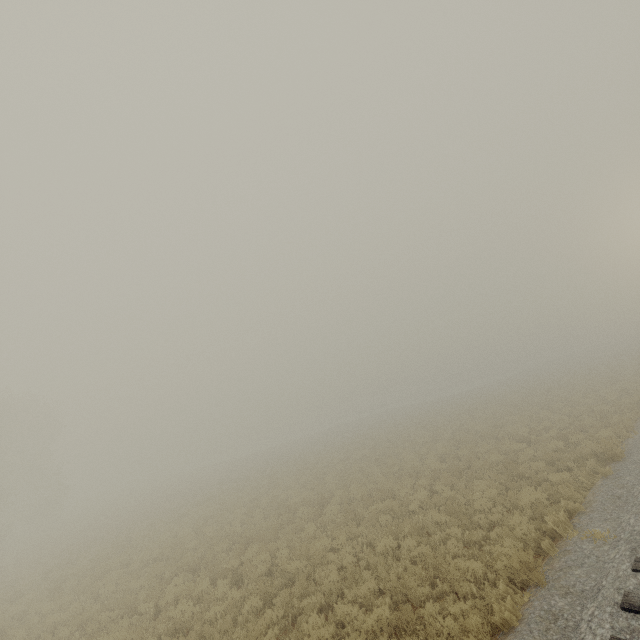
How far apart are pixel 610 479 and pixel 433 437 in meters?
14.3
